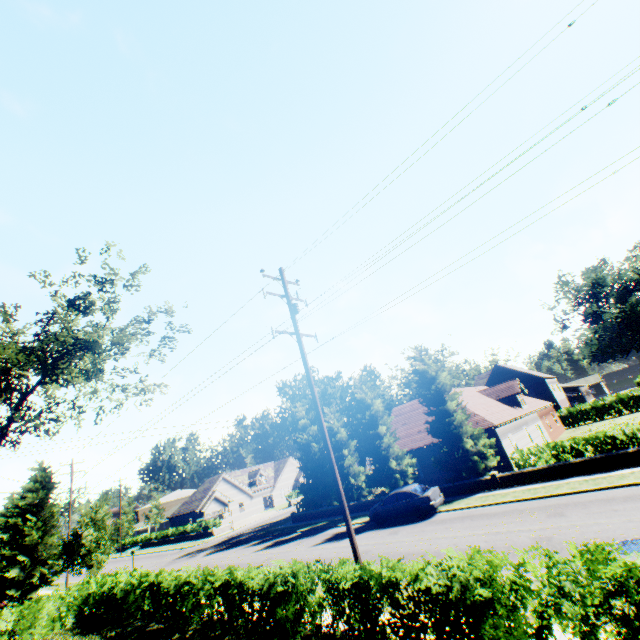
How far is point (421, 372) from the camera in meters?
25.3 m

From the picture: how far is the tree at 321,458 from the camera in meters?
30.3

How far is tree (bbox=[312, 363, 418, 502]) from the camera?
26.0m

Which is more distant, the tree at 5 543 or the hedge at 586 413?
the hedge at 586 413

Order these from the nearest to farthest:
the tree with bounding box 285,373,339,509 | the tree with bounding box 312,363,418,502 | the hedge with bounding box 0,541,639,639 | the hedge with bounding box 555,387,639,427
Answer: the hedge with bounding box 0,541,639,639 → the tree with bounding box 312,363,418,502 → the tree with bounding box 285,373,339,509 → the hedge with bounding box 555,387,639,427

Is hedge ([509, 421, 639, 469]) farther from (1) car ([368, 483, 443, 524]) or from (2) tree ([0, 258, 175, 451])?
(1) car ([368, 483, 443, 524])

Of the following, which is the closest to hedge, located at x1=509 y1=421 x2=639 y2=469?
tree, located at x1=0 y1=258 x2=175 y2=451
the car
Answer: tree, located at x1=0 y1=258 x2=175 y2=451
